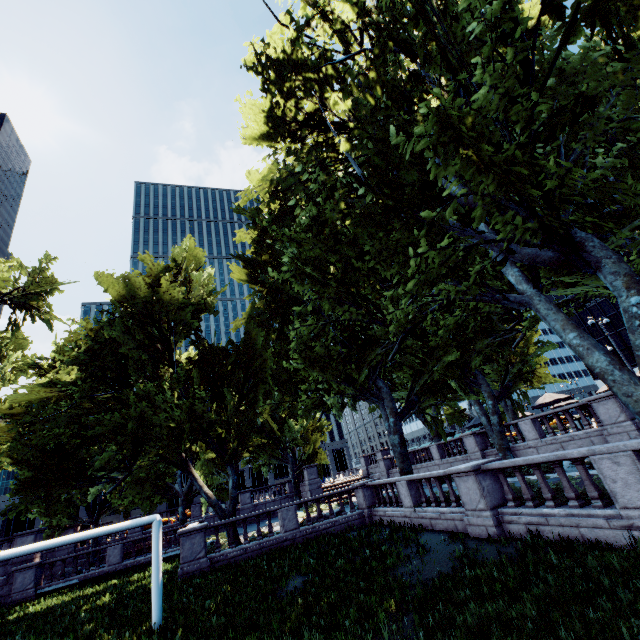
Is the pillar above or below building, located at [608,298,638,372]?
below

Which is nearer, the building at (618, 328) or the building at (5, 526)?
the building at (5, 526)

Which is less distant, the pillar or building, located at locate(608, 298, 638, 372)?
the pillar

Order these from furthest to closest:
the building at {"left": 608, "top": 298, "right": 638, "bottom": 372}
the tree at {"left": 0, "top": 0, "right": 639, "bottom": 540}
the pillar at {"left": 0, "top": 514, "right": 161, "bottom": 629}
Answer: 1. the building at {"left": 608, "top": 298, "right": 638, "bottom": 372}
2. the pillar at {"left": 0, "top": 514, "right": 161, "bottom": 629}
3. the tree at {"left": 0, "top": 0, "right": 639, "bottom": 540}

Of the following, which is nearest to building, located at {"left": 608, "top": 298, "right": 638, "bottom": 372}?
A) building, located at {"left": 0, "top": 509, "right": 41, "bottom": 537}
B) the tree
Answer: the tree

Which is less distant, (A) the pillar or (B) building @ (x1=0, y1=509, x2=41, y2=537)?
(A) the pillar

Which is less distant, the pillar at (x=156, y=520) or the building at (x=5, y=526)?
the pillar at (x=156, y=520)

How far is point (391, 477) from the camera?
34.91m
